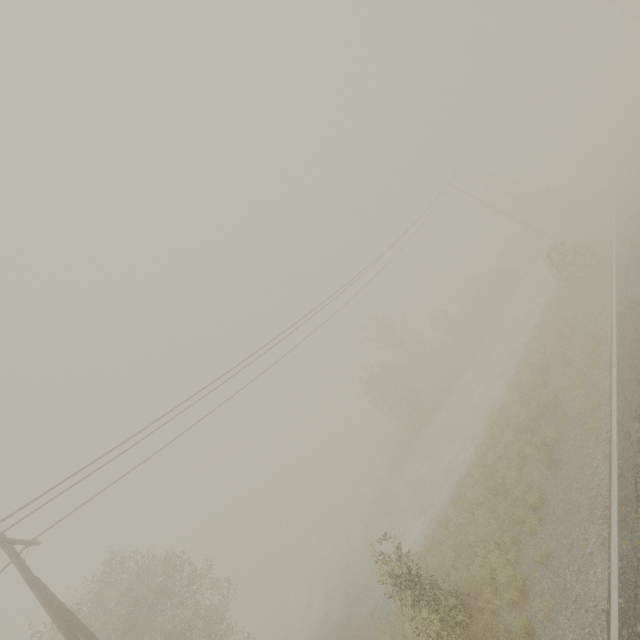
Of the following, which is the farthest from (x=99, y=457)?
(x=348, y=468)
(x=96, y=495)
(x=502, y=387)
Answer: (x=348, y=468)
